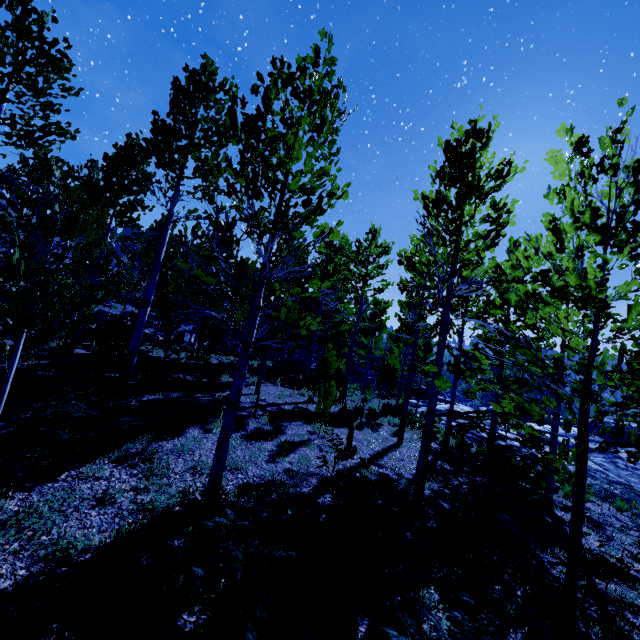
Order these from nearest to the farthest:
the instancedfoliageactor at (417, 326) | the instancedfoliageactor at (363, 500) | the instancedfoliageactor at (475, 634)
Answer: the instancedfoliageactor at (475, 634) < the instancedfoliageactor at (417, 326) < the instancedfoliageactor at (363, 500)

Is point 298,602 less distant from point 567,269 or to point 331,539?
point 331,539

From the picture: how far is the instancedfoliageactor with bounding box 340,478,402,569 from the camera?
3.93m

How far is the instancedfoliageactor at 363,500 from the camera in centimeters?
393cm

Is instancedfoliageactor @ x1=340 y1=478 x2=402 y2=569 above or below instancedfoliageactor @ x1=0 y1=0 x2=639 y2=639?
below

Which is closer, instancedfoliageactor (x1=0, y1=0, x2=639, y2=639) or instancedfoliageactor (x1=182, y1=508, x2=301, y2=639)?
instancedfoliageactor (x1=182, y1=508, x2=301, y2=639)

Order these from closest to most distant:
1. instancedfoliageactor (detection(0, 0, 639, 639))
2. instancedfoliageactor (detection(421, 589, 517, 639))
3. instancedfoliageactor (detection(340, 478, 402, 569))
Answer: instancedfoliageactor (detection(421, 589, 517, 639)) < instancedfoliageactor (detection(0, 0, 639, 639)) < instancedfoliageactor (detection(340, 478, 402, 569))
